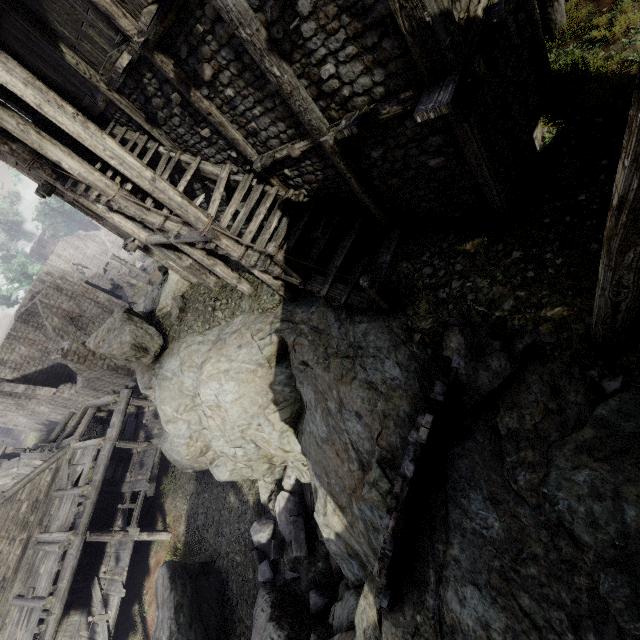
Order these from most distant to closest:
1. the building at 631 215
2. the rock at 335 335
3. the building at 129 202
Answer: the building at 129 202, the rock at 335 335, the building at 631 215

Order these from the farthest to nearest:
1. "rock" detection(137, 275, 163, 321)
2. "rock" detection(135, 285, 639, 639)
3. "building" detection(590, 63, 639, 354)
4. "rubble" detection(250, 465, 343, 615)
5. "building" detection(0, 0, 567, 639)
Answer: "rock" detection(137, 275, 163, 321)
"rubble" detection(250, 465, 343, 615)
"building" detection(0, 0, 567, 639)
"rock" detection(135, 285, 639, 639)
"building" detection(590, 63, 639, 354)

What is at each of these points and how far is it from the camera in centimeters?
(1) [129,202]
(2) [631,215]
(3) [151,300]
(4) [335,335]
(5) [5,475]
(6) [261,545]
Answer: (1) building, 814cm
(2) building, 239cm
(3) rock, 1791cm
(4) rock, 795cm
(5) broken furniture, 2041cm
(6) rubble, 1192cm

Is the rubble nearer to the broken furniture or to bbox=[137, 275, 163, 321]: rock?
bbox=[137, 275, 163, 321]: rock

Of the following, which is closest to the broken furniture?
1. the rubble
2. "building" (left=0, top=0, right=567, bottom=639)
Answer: "building" (left=0, top=0, right=567, bottom=639)

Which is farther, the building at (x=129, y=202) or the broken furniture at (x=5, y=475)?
the broken furniture at (x=5, y=475)

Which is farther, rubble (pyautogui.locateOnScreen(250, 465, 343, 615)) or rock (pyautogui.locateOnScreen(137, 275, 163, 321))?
rock (pyautogui.locateOnScreen(137, 275, 163, 321))

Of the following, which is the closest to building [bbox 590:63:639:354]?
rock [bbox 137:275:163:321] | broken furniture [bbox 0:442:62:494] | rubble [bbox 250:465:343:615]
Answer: rock [bbox 137:275:163:321]
